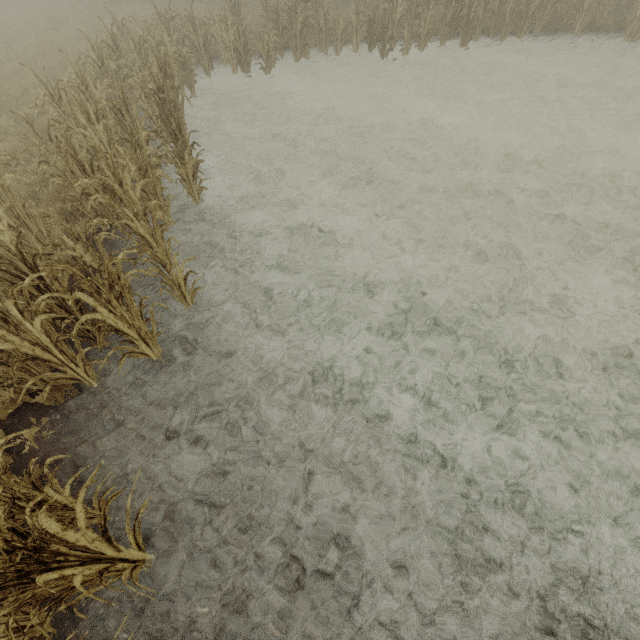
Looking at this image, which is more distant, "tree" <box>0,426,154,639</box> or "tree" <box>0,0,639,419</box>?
"tree" <box>0,0,639,419</box>

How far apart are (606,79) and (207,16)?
17.75m

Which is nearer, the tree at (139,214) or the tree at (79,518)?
the tree at (79,518)
